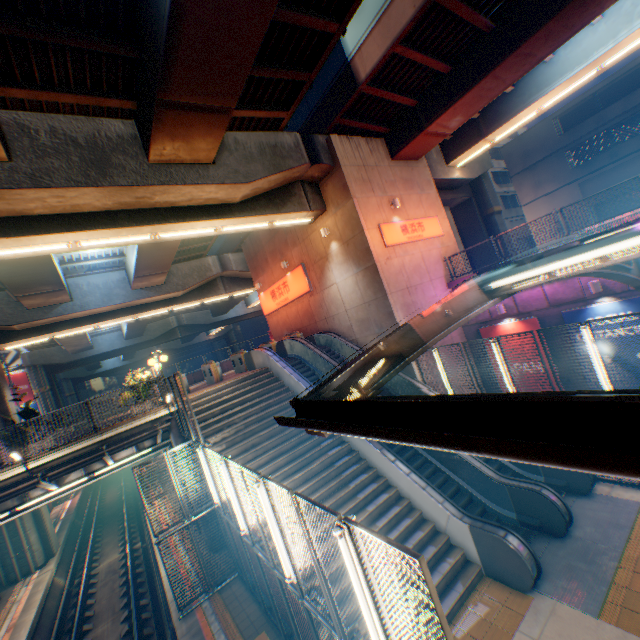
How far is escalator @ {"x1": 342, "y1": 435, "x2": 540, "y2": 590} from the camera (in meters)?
7.12

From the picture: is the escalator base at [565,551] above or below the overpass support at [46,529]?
below

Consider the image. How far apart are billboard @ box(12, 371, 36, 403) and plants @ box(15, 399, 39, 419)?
43.12m

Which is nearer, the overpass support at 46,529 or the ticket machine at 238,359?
the overpass support at 46,529

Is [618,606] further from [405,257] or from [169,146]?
[169,146]

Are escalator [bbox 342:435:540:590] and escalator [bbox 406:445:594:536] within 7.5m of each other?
yes

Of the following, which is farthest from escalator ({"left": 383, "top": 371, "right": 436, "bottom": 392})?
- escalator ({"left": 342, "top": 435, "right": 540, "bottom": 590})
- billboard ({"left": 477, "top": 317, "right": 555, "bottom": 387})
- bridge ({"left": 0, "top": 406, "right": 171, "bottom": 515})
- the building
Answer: the building

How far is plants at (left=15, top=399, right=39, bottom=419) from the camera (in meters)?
11.16
